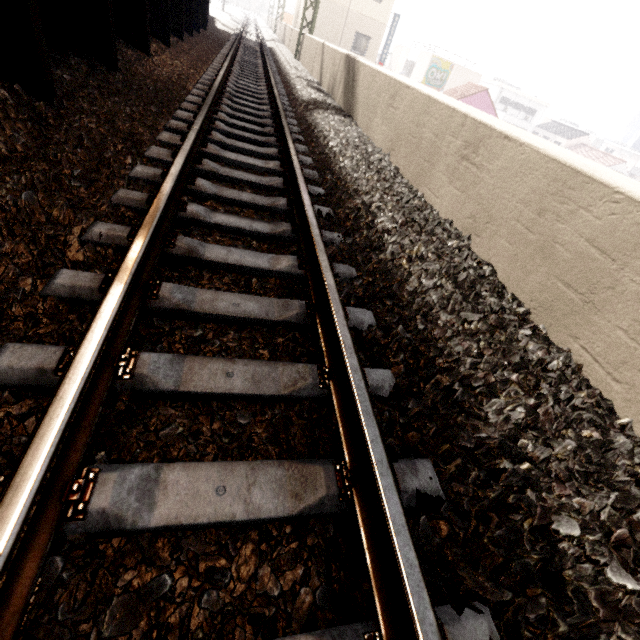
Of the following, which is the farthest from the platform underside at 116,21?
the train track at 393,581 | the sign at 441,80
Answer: the sign at 441,80

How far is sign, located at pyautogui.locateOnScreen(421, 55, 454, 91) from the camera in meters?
30.9 m

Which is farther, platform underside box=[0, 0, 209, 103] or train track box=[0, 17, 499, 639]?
platform underside box=[0, 0, 209, 103]

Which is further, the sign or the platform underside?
the sign

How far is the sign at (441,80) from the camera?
30.92m

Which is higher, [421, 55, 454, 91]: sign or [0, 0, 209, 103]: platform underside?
[421, 55, 454, 91]: sign

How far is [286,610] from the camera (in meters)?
1.00

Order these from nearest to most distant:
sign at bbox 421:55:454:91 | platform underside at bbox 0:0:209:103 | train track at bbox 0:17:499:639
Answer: train track at bbox 0:17:499:639
platform underside at bbox 0:0:209:103
sign at bbox 421:55:454:91
